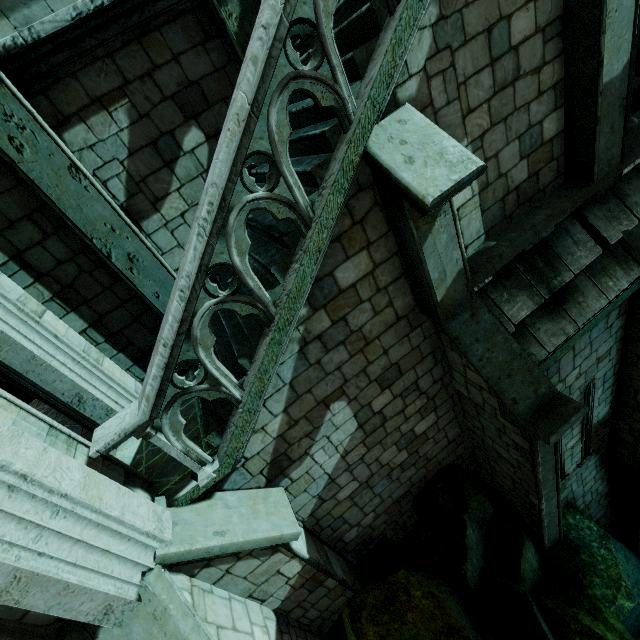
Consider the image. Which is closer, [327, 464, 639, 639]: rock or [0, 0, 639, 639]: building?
[0, 0, 639, 639]: building

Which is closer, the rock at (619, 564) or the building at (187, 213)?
the building at (187, 213)

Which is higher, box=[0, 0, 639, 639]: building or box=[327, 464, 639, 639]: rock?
box=[0, 0, 639, 639]: building

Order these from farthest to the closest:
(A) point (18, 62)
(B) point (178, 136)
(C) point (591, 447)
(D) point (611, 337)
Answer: (C) point (591, 447)
(D) point (611, 337)
(B) point (178, 136)
(A) point (18, 62)

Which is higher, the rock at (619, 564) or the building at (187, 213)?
the building at (187, 213)
